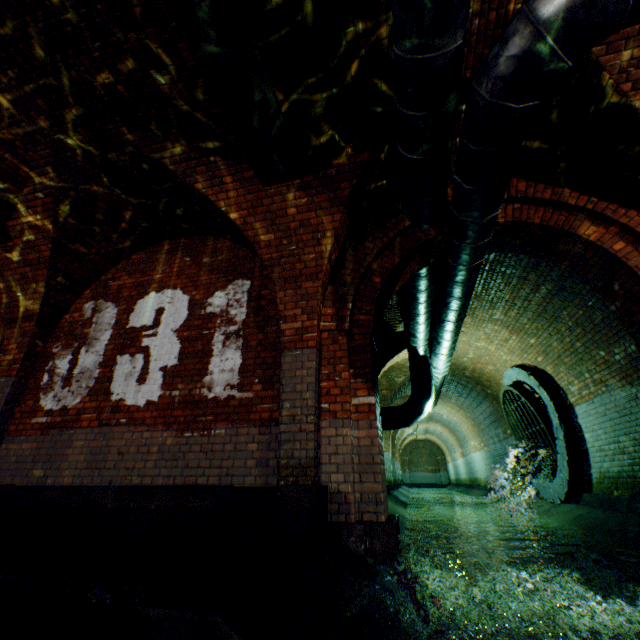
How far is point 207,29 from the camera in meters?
2.8

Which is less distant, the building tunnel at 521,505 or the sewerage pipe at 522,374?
the building tunnel at 521,505

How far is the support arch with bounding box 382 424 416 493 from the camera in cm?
1675

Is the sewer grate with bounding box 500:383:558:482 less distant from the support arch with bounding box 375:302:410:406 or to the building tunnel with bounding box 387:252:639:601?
the building tunnel with bounding box 387:252:639:601

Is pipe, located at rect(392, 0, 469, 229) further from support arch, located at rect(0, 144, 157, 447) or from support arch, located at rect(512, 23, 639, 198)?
support arch, located at rect(0, 144, 157, 447)

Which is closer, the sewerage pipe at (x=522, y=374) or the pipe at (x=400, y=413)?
the pipe at (x=400, y=413)

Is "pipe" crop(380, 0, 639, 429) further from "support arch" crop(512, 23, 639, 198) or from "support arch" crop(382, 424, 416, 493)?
"support arch" crop(382, 424, 416, 493)

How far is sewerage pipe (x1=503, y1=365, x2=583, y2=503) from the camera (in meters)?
6.89
